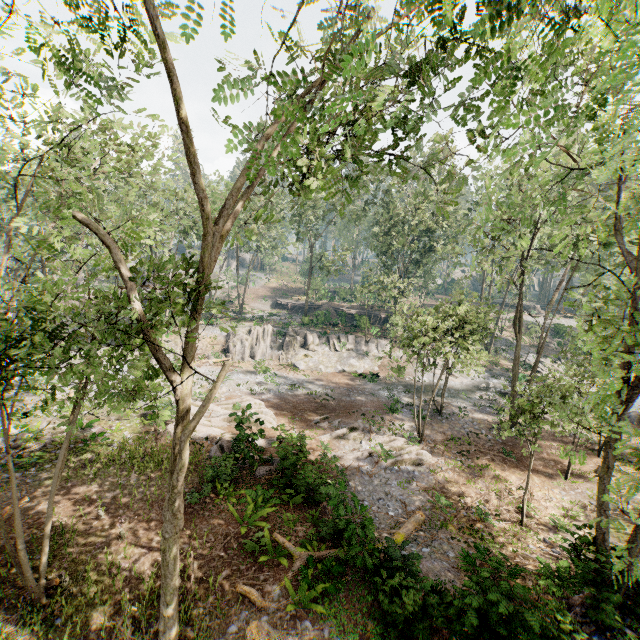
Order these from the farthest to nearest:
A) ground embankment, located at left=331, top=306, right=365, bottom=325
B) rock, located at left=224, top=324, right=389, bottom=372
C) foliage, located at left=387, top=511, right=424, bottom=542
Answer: ground embankment, located at left=331, top=306, right=365, bottom=325
rock, located at left=224, top=324, right=389, bottom=372
foliage, located at left=387, top=511, right=424, bottom=542

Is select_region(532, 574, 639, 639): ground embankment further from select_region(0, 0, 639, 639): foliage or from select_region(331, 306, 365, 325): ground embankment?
select_region(331, 306, 365, 325): ground embankment

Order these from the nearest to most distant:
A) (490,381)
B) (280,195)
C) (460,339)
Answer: (460,339) → (490,381) → (280,195)

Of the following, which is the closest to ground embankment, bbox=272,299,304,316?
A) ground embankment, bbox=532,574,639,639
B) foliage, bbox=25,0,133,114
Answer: foliage, bbox=25,0,133,114

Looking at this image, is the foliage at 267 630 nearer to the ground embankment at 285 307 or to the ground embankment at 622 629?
the ground embankment at 622 629

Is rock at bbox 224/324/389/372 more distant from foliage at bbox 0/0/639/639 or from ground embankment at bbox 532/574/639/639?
ground embankment at bbox 532/574/639/639

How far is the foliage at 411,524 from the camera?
12.28m

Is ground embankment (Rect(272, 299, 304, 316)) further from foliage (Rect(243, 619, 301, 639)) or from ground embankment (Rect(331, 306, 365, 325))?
foliage (Rect(243, 619, 301, 639))
